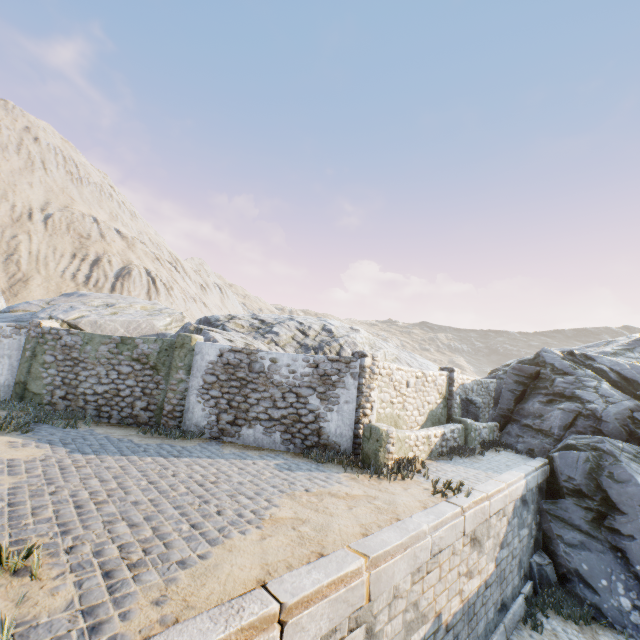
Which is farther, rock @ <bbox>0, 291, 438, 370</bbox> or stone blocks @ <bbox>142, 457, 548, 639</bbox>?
rock @ <bbox>0, 291, 438, 370</bbox>

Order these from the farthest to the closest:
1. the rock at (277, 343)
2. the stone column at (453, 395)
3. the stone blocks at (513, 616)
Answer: the rock at (277, 343) → the stone column at (453, 395) → the stone blocks at (513, 616)

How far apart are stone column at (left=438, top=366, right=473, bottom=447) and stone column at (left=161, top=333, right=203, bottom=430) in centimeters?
982cm

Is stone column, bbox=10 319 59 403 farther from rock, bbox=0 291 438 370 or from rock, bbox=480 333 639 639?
rock, bbox=480 333 639 639

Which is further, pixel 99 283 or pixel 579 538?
pixel 99 283

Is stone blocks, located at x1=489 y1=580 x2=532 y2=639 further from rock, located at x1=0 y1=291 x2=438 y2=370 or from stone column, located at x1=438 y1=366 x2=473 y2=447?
stone column, located at x1=438 y1=366 x2=473 y2=447

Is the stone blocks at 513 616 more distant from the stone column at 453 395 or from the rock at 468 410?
the stone column at 453 395

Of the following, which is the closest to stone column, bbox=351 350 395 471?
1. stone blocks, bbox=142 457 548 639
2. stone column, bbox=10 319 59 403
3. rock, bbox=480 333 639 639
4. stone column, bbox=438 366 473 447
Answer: stone blocks, bbox=142 457 548 639
